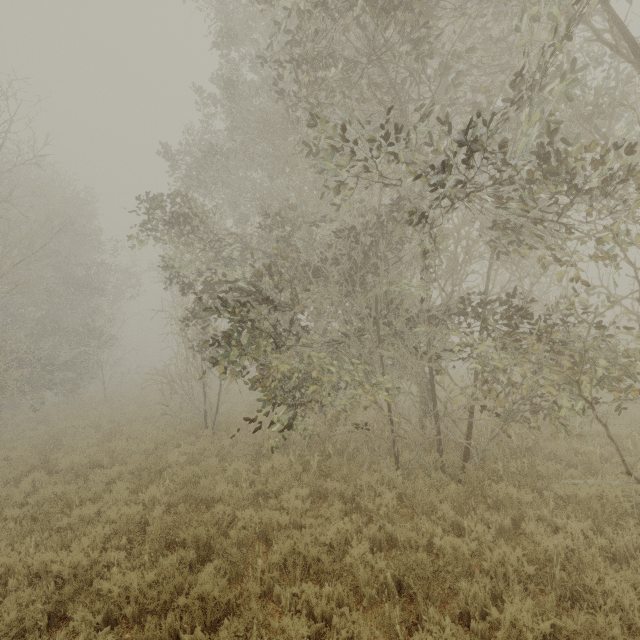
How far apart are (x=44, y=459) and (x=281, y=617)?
10.9m
